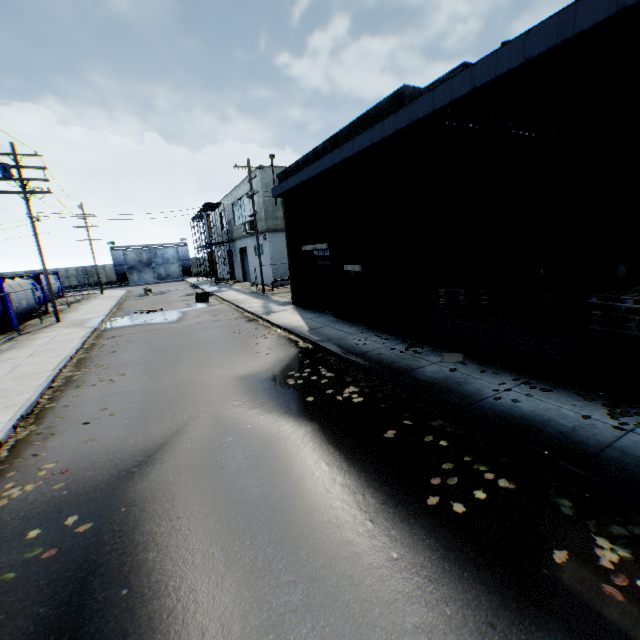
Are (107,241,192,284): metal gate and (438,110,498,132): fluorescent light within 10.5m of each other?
no

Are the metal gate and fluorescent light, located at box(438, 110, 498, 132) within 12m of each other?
no

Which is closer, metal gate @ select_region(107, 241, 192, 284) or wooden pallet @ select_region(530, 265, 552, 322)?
wooden pallet @ select_region(530, 265, 552, 322)

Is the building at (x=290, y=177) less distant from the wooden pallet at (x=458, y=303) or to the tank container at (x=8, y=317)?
the wooden pallet at (x=458, y=303)

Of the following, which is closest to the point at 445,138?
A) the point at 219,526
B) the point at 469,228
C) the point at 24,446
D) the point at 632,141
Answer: Answer: the point at 469,228

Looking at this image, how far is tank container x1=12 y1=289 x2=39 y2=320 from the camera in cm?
1838

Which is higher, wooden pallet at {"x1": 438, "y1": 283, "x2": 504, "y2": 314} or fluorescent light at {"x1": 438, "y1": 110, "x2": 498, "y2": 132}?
fluorescent light at {"x1": 438, "y1": 110, "x2": 498, "y2": 132}

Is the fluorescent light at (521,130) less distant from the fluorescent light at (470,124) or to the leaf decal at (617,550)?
the fluorescent light at (470,124)
